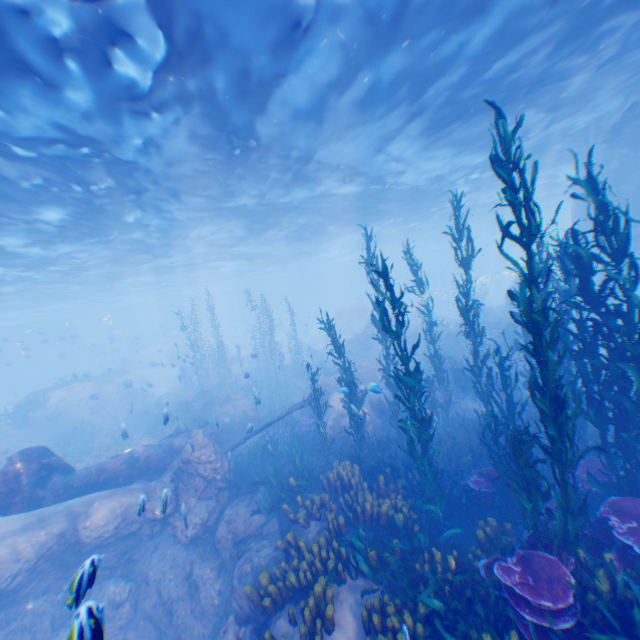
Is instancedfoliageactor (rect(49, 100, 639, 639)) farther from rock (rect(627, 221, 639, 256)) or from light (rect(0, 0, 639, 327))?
light (rect(0, 0, 639, 327))

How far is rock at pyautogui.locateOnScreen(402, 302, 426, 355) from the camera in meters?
22.8

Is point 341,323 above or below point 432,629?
above

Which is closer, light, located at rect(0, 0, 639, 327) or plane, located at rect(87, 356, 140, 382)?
light, located at rect(0, 0, 639, 327)

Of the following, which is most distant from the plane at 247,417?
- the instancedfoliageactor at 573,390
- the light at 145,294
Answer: the light at 145,294

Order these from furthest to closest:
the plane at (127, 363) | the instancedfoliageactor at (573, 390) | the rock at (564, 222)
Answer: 1. the plane at (127, 363)
2. the rock at (564, 222)
3. the instancedfoliageactor at (573, 390)

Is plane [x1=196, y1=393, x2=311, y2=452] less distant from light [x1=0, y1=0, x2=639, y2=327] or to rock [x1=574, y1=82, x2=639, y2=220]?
rock [x1=574, y1=82, x2=639, y2=220]
